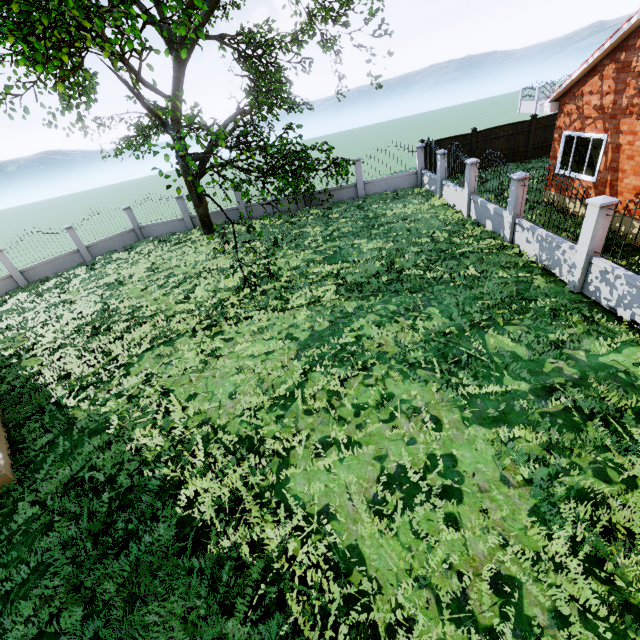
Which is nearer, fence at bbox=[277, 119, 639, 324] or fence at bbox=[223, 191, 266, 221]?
fence at bbox=[277, 119, 639, 324]

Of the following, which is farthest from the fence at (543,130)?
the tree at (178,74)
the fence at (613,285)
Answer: the tree at (178,74)

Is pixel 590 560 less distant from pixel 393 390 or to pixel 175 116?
pixel 393 390

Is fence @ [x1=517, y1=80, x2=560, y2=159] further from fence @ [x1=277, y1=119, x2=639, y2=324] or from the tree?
the tree

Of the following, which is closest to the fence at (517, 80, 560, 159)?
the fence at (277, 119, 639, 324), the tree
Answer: the fence at (277, 119, 639, 324)

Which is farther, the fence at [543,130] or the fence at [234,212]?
the fence at [234,212]

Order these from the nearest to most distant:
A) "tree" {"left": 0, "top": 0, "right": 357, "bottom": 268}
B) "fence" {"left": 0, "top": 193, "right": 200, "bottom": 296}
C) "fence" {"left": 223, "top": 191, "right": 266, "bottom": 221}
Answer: "tree" {"left": 0, "top": 0, "right": 357, "bottom": 268}
"fence" {"left": 0, "top": 193, "right": 200, "bottom": 296}
"fence" {"left": 223, "top": 191, "right": 266, "bottom": 221}
